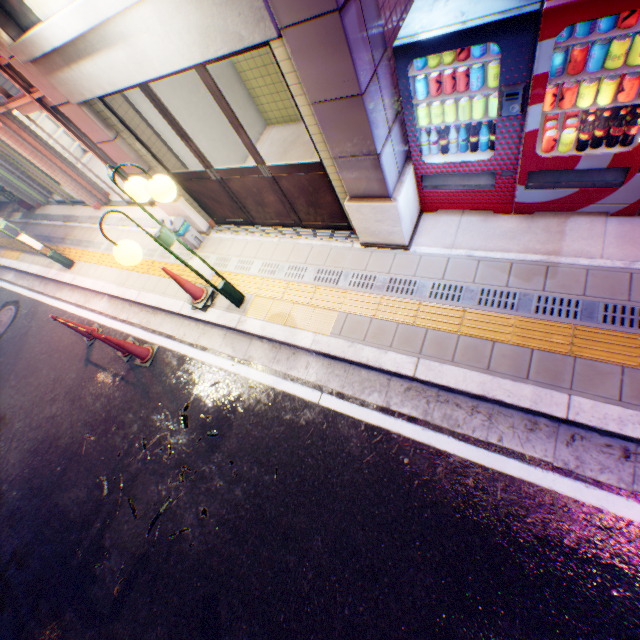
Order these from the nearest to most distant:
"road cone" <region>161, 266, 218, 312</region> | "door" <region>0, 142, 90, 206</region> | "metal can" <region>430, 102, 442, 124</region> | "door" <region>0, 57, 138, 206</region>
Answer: "metal can" <region>430, 102, 442, 124</region>, "road cone" <region>161, 266, 218, 312</region>, "door" <region>0, 57, 138, 206</region>, "door" <region>0, 142, 90, 206</region>

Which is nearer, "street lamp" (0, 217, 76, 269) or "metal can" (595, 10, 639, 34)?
"metal can" (595, 10, 639, 34)

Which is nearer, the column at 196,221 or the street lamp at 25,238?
the column at 196,221

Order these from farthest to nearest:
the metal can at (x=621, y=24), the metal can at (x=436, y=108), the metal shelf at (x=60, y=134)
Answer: the metal shelf at (x=60, y=134) < the metal can at (x=436, y=108) < the metal can at (x=621, y=24)

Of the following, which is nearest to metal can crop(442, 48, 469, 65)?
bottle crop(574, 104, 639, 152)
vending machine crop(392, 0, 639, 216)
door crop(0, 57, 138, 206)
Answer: → vending machine crop(392, 0, 639, 216)

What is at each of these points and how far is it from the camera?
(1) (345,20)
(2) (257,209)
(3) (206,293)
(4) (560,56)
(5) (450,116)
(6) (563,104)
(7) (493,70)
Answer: (1) column, 2.3 meters
(2) door, 5.3 meters
(3) road cone, 5.3 meters
(4) metal can, 2.6 meters
(5) metal can, 3.3 meters
(6) metal can, 2.8 meters
(7) metal can, 2.8 meters

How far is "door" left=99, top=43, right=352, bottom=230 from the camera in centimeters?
373cm

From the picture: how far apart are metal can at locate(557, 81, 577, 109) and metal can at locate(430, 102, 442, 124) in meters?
0.4
